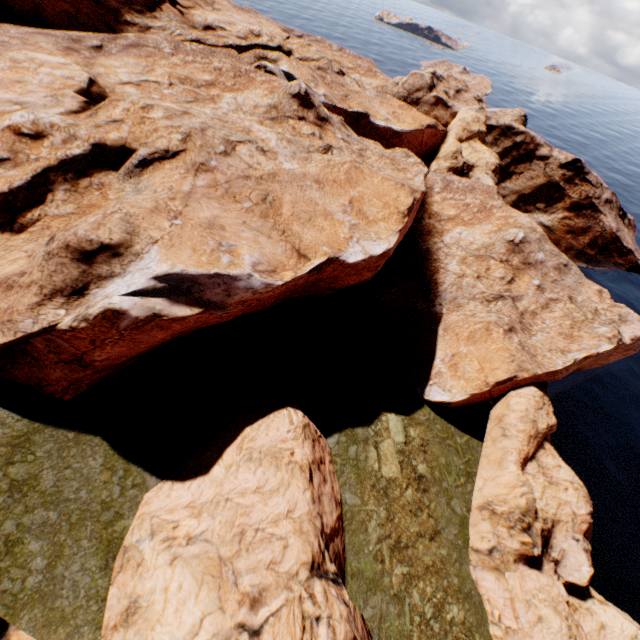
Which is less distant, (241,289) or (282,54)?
(241,289)

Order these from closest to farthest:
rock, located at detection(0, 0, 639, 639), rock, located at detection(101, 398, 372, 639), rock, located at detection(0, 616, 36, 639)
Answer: rock, located at detection(0, 616, 36, 639)
rock, located at detection(101, 398, 372, 639)
rock, located at detection(0, 0, 639, 639)

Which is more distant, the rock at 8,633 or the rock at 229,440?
the rock at 229,440

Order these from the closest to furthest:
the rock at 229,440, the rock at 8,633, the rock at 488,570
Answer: the rock at 8,633
the rock at 229,440
the rock at 488,570

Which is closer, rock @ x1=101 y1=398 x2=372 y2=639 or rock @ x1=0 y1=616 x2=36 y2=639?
rock @ x1=0 y1=616 x2=36 y2=639
